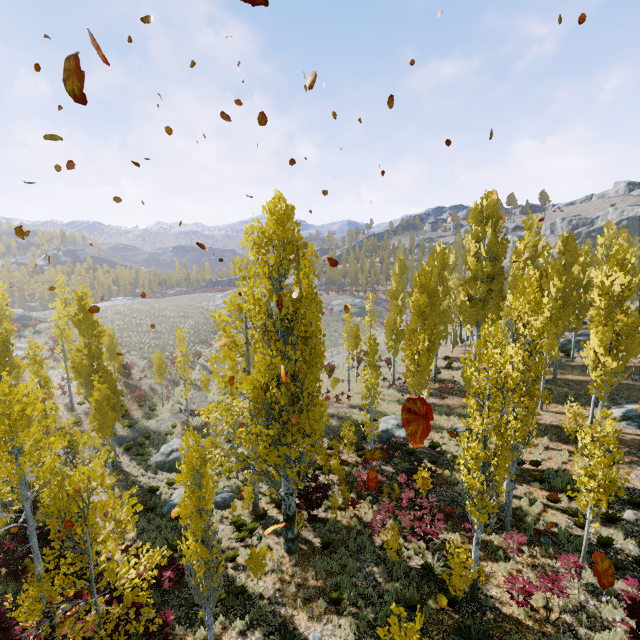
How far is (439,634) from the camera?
9.70m

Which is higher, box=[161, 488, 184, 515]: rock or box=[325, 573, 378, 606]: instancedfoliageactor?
box=[325, 573, 378, 606]: instancedfoliageactor

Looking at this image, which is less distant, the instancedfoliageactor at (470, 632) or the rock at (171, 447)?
the instancedfoliageactor at (470, 632)

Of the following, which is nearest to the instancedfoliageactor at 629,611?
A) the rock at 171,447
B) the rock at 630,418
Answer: the rock at 630,418

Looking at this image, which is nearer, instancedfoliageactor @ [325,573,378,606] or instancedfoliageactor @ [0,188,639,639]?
instancedfoliageactor @ [0,188,639,639]

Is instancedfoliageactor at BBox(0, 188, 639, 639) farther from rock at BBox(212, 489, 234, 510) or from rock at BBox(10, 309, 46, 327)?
rock at BBox(10, 309, 46, 327)

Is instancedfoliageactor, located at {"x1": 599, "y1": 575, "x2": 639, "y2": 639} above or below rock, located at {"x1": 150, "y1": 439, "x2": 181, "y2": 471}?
above

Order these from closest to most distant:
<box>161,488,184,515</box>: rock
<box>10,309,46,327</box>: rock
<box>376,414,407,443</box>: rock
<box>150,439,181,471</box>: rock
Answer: <box>161,488,184,515</box>: rock
<box>150,439,181,471</box>: rock
<box>376,414,407,443</box>: rock
<box>10,309,46,327</box>: rock
